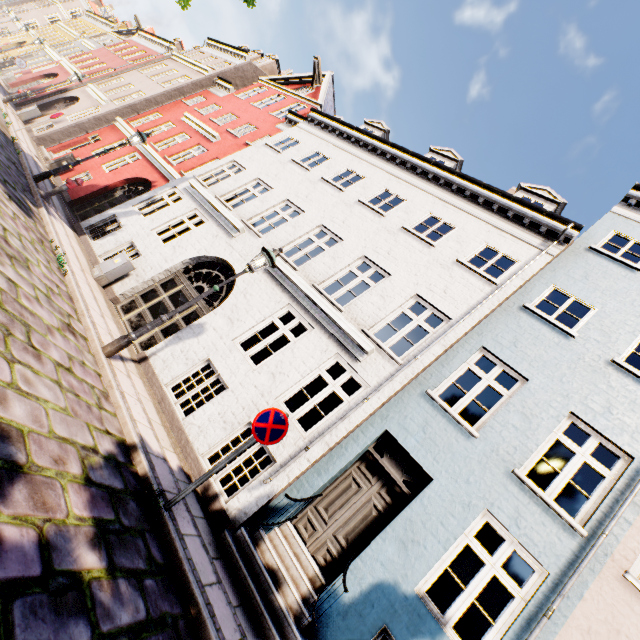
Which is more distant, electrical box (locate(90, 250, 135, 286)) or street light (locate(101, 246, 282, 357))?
electrical box (locate(90, 250, 135, 286))

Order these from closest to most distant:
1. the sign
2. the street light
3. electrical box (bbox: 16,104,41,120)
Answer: the sign < the street light < electrical box (bbox: 16,104,41,120)

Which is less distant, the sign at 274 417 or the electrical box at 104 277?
the sign at 274 417

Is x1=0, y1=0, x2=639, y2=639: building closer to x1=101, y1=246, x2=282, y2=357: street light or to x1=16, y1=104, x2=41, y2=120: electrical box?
x1=16, y1=104, x2=41, y2=120: electrical box

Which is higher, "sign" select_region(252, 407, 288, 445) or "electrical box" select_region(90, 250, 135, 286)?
"sign" select_region(252, 407, 288, 445)

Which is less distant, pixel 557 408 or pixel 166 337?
pixel 557 408

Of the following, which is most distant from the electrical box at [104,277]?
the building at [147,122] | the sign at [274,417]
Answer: the sign at [274,417]

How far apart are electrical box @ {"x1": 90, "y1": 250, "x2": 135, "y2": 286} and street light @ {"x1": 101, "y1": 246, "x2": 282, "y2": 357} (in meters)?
4.22
